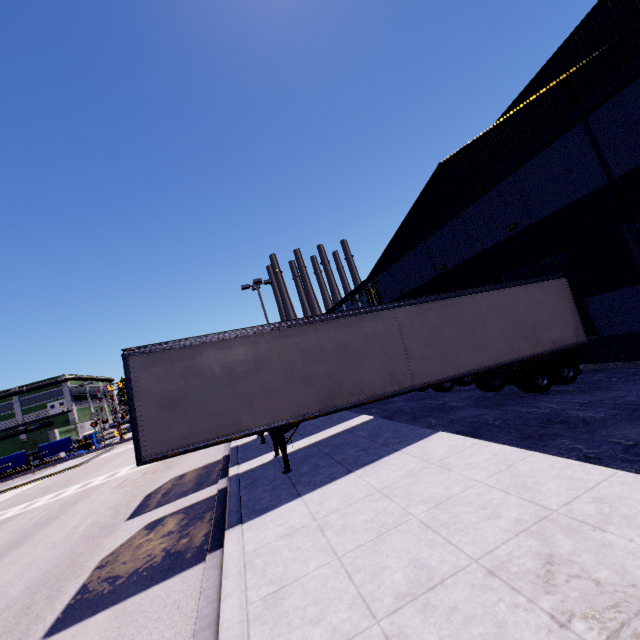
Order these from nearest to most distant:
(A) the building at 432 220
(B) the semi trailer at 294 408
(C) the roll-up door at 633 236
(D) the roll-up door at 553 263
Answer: (B) the semi trailer at 294 408 → (A) the building at 432 220 → (C) the roll-up door at 633 236 → (D) the roll-up door at 553 263

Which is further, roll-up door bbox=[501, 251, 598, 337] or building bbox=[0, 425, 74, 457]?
building bbox=[0, 425, 74, 457]

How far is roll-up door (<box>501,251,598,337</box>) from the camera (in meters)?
12.21

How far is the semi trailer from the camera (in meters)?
8.05

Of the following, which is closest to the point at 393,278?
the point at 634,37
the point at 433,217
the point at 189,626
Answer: the point at 433,217

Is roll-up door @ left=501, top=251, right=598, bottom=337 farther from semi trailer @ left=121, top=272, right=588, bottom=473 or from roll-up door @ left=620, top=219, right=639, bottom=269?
roll-up door @ left=620, top=219, right=639, bottom=269

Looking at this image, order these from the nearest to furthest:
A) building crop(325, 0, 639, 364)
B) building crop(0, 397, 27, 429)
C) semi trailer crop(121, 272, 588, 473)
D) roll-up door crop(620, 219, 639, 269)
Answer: semi trailer crop(121, 272, 588, 473), building crop(325, 0, 639, 364), roll-up door crop(620, 219, 639, 269), building crop(0, 397, 27, 429)

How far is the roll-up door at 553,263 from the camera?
12.21m
